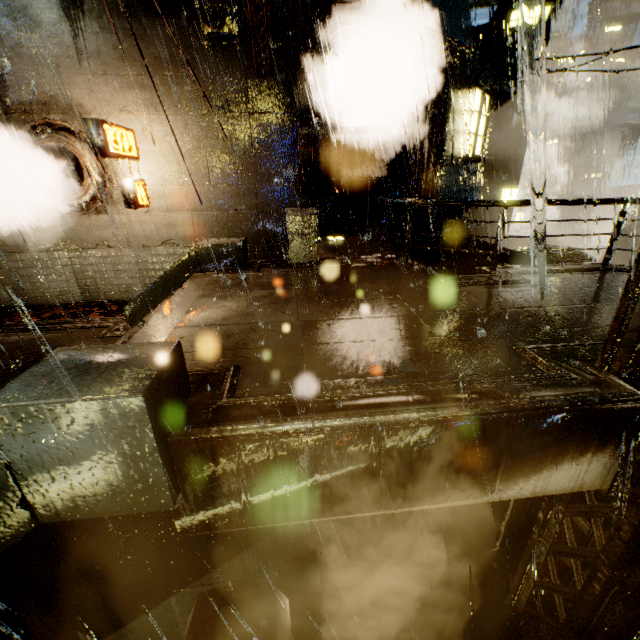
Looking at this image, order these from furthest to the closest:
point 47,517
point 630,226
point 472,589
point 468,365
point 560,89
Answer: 1. point 560,89
2. point 630,226
3. point 472,589
4. point 468,365
5. point 47,517

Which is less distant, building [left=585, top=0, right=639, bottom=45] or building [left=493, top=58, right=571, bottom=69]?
building [left=493, top=58, right=571, bottom=69]

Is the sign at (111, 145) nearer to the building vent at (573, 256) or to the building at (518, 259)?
the building at (518, 259)

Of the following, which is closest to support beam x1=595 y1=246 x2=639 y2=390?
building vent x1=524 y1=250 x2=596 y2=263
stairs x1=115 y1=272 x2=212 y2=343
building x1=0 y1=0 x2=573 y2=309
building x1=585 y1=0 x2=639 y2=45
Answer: building x1=0 y1=0 x2=573 y2=309

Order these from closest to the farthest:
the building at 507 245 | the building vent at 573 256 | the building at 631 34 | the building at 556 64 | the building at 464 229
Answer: the building at 464 229, the building at 556 64, the building vent at 573 256, the building at 507 245, the building at 631 34

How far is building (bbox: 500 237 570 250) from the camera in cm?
2472

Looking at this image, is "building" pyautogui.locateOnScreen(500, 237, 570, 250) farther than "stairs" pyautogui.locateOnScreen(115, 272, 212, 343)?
Yes

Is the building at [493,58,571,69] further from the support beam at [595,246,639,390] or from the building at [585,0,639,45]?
the building at [585,0,639,45]
